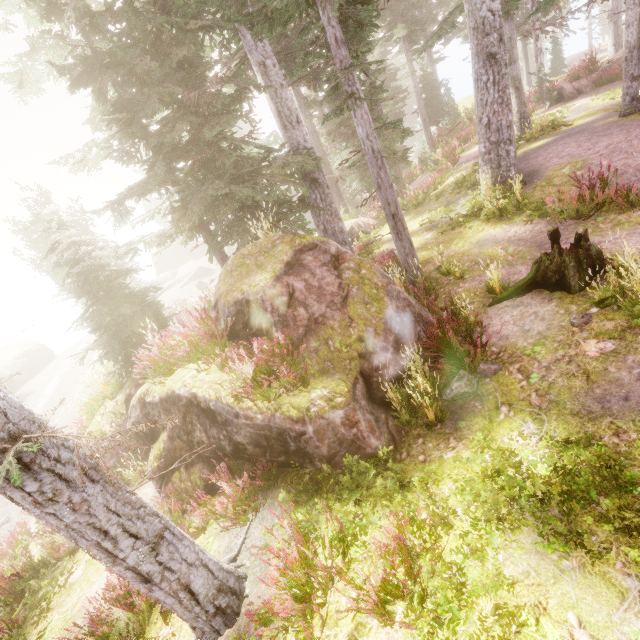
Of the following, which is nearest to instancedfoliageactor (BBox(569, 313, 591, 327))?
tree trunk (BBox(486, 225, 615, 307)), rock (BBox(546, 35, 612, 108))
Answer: rock (BBox(546, 35, 612, 108))

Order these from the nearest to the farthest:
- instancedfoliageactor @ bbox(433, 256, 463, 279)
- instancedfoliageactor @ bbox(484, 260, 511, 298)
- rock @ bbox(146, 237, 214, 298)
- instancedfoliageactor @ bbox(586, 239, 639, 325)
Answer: instancedfoliageactor @ bbox(586, 239, 639, 325)
instancedfoliageactor @ bbox(484, 260, 511, 298)
instancedfoliageactor @ bbox(433, 256, 463, 279)
rock @ bbox(146, 237, 214, 298)

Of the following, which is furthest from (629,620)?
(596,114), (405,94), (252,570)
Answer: (405,94)

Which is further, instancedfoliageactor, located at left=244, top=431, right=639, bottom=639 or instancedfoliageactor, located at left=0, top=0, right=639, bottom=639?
instancedfoliageactor, located at left=0, top=0, right=639, bottom=639

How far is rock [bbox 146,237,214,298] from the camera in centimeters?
3812cm

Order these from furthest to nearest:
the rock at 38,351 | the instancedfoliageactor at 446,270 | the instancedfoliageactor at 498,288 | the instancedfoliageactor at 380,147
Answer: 1. the rock at 38,351
2. the instancedfoliageactor at 446,270
3. the instancedfoliageactor at 498,288
4. the instancedfoliageactor at 380,147

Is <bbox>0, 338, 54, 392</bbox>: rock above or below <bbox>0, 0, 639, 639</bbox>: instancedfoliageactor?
below

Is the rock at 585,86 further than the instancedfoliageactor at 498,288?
Yes
